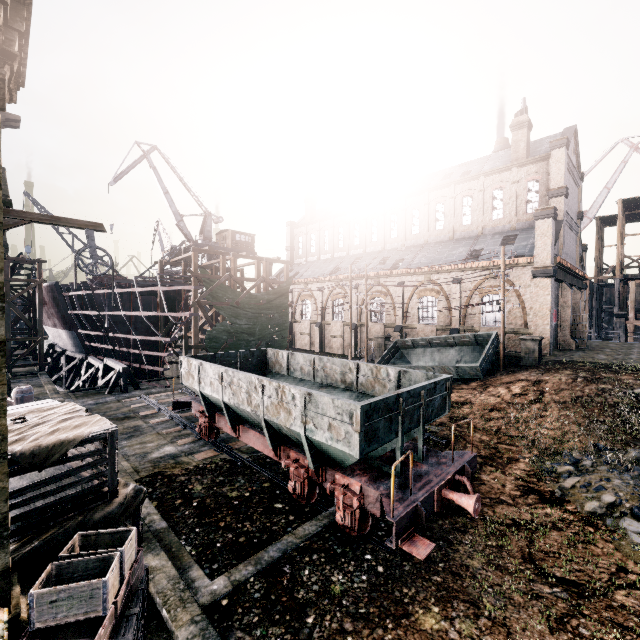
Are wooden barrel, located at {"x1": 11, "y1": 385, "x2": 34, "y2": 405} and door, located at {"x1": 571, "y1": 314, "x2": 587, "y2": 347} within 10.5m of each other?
no

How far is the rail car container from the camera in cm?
2041

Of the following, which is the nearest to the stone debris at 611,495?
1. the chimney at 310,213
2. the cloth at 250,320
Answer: the cloth at 250,320

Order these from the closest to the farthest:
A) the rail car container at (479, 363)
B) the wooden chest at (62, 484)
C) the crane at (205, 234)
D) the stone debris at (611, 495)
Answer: the wooden chest at (62, 484)
the stone debris at (611, 495)
the rail car container at (479, 363)
the crane at (205, 234)

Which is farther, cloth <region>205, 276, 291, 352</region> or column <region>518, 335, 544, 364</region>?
cloth <region>205, 276, 291, 352</region>

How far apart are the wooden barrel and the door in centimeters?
4235cm

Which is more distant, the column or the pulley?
the column

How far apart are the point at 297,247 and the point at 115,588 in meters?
Answer: 51.7
